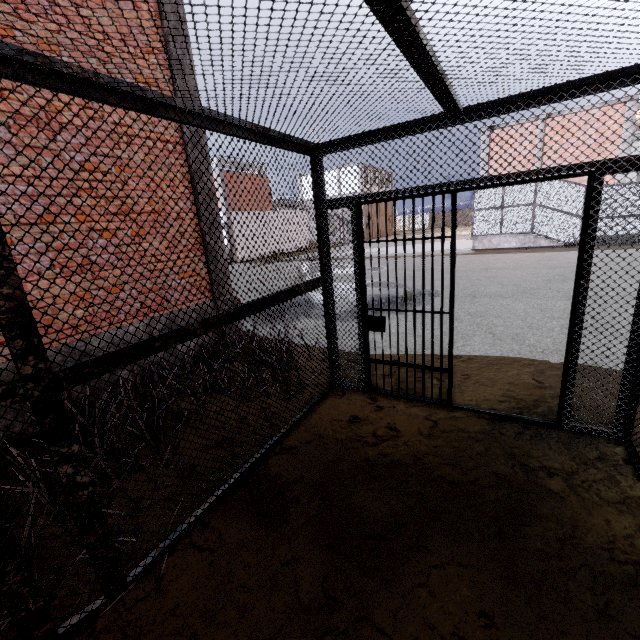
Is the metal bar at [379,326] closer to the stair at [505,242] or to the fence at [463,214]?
the stair at [505,242]

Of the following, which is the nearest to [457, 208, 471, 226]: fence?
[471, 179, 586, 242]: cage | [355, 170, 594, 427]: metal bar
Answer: [471, 179, 586, 242]: cage

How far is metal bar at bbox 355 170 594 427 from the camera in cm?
284

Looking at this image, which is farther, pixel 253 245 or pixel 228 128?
pixel 253 245

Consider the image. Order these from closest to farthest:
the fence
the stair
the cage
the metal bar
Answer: the metal bar, the cage, the stair, the fence

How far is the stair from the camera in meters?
17.5

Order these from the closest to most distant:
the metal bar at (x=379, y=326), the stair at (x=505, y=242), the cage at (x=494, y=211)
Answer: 1. the metal bar at (x=379, y=326)
2. the cage at (x=494, y=211)
3. the stair at (x=505, y=242)
